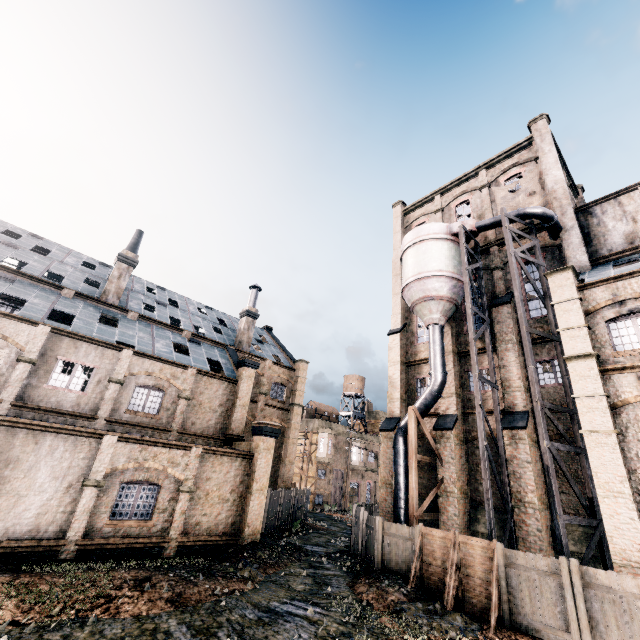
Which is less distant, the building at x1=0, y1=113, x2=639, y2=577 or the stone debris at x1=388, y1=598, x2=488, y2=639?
the stone debris at x1=388, y1=598, x2=488, y2=639

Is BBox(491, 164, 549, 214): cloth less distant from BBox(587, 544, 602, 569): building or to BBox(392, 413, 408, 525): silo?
BBox(587, 544, 602, 569): building

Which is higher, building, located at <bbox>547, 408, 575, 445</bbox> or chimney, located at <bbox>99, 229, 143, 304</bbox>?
chimney, located at <bbox>99, 229, 143, 304</bbox>

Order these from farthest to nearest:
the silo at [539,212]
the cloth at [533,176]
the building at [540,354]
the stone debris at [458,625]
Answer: the cloth at [533,176] < the building at [540,354] < the silo at [539,212] < the stone debris at [458,625]

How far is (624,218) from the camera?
20.5m

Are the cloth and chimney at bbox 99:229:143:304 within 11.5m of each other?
no

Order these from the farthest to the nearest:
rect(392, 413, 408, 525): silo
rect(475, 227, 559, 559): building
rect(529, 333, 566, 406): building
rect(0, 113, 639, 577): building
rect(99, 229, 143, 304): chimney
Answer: rect(99, 229, 143, 304): chimney → rect(392, 413, 408, 525): silo → rect(529, 333, 566, 406): building → rect(475, 227, 559, 559): building → rect(0, 113, 639, 577): building

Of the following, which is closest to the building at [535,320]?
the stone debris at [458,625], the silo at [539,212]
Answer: the silo at [539,212]
